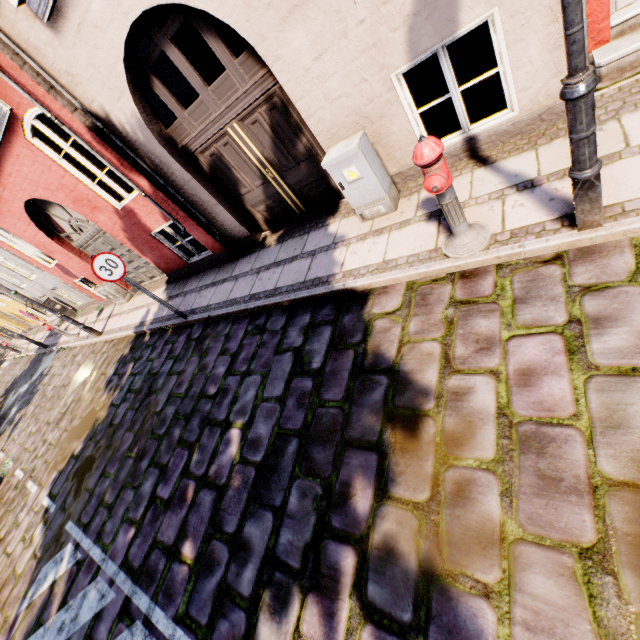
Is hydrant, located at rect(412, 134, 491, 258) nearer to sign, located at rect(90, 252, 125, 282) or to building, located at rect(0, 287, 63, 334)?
building, located at rect(0, 287, 63, 334)

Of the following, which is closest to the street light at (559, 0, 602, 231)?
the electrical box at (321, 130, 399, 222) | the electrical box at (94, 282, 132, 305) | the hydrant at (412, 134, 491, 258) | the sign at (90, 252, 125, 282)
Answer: the hydrant at (412, 134, 491, 258)

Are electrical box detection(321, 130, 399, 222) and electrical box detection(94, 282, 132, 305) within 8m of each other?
no

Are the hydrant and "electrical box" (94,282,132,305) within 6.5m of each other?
no

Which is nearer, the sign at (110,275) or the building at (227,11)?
the building at (227,11)

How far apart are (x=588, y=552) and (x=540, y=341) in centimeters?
137cm

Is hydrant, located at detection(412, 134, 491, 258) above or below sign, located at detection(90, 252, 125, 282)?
below

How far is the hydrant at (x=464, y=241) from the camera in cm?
262
